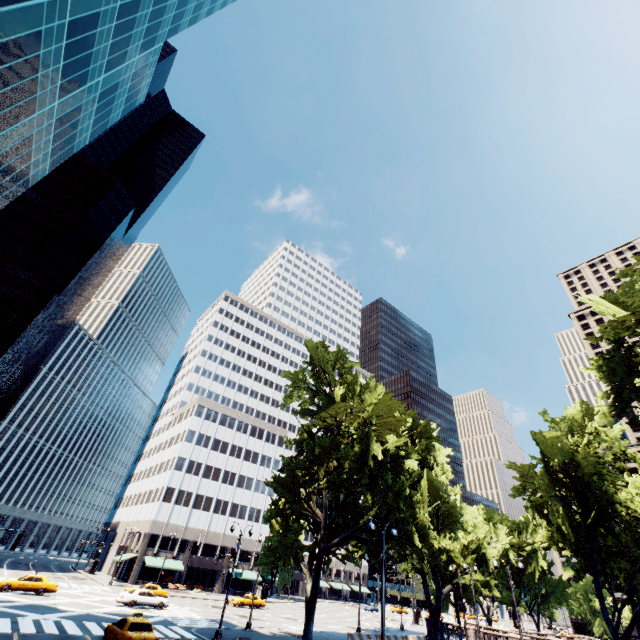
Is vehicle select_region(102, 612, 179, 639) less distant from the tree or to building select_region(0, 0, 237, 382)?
the tree

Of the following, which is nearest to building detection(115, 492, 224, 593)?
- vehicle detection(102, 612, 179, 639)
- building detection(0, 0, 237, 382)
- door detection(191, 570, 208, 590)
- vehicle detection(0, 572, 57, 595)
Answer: door detection(191, 570, 208, 590)

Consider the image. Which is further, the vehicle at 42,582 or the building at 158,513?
the building at 158,513

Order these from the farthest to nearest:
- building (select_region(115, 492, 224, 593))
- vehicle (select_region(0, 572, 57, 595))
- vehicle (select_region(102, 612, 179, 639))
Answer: building (select_region(115, 492, 224, 593)), vehicle (select_region(0, 572, 57, 595)), vehicle (select_region(102, 612, 179, 639))

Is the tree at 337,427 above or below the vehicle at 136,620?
above

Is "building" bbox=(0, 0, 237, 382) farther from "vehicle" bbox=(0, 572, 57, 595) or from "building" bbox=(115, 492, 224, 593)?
"building" bbox=(115, 492, 224, 593)

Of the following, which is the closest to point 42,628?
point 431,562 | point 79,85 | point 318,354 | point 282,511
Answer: point 282,511

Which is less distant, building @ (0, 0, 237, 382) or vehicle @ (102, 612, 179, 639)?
vehicle @ (102, 612, 179, 639)
